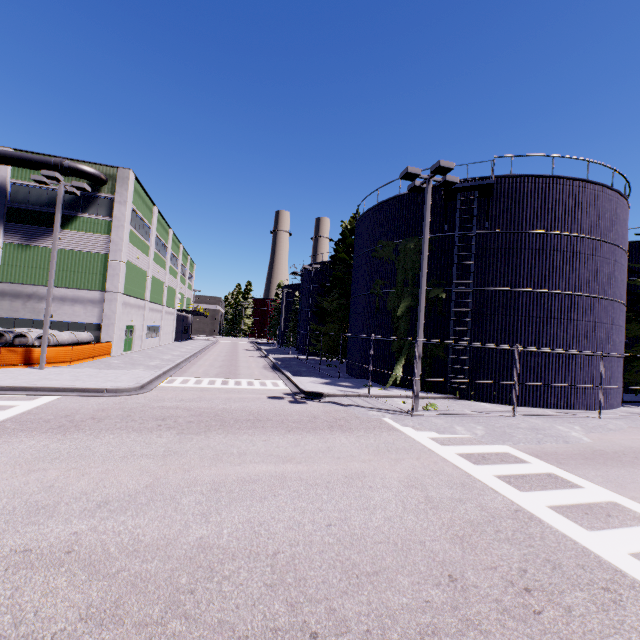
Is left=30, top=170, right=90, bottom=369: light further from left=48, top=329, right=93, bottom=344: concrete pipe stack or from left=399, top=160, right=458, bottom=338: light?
left=399, top=160, right=458, bottom=338: light

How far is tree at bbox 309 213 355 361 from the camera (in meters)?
31.48

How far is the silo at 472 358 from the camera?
16.7m

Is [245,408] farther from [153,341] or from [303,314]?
[303,314]

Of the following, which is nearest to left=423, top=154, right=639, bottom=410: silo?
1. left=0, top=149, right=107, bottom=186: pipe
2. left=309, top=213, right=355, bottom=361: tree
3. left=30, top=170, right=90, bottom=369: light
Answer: left=309, top=213, right=355, bottom=361: tree

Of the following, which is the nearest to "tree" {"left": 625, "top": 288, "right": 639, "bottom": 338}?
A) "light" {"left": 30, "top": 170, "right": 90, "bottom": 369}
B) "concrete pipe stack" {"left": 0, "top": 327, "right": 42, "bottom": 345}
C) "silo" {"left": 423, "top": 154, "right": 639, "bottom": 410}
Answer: "silo" {"left": 423, "top": 154, "right": 639, "bottom": 410}

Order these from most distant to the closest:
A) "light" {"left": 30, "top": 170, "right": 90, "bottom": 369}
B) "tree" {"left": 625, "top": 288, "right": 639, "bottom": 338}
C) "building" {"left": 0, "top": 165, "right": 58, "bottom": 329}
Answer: "building" {"left": 0, "top": 165, "right": 58, "bottom": 329} → "tree" {"left": 625, "top": 288, "right": 639, "bottom": 338} → "light" {"left": 30, "top": 170, "right": 90, "bottom": 369}
